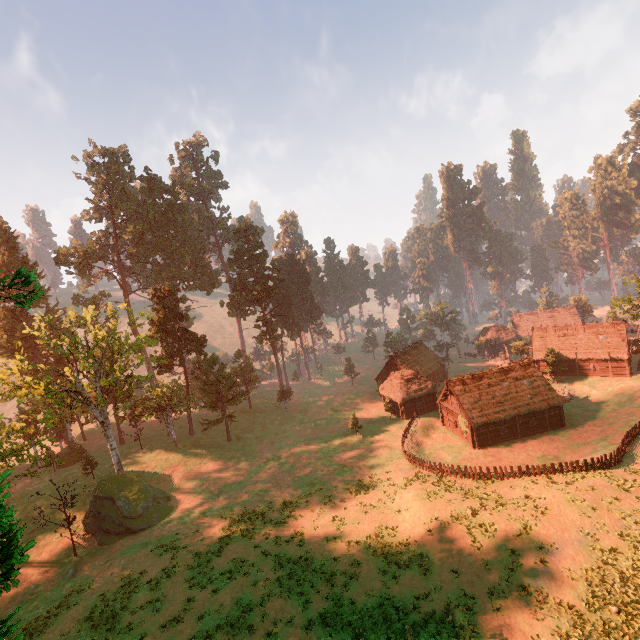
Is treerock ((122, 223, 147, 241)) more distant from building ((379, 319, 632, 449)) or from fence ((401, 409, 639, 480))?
fence ((401, 409, 639, 480))

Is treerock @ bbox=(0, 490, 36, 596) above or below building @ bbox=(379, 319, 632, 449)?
above

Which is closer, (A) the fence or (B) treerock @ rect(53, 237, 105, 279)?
(A) the fence

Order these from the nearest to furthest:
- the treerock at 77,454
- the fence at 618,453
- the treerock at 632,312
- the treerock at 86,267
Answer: the fence at 618,453 → the treerock at 77,454 → the treerock at 632,312 → the treerock at 86,267

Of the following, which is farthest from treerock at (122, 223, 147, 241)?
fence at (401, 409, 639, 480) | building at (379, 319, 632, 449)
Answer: fence at (401, 409, 639, 480)

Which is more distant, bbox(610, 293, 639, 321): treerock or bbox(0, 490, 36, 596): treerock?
bbox(610, 293, 639, 321): treerock

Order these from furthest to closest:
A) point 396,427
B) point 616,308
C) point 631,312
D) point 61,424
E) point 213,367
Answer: point 61,424
point 213,367
point 396,427
point 616,308
point 631,312

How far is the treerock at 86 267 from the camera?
54.0 meters
